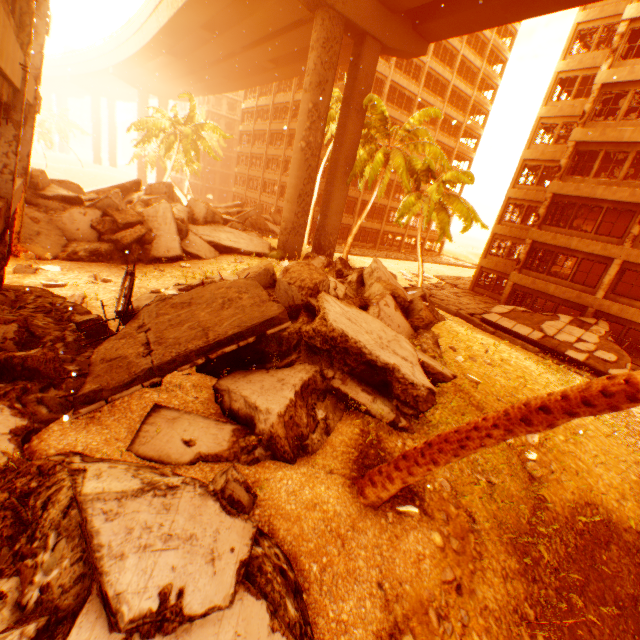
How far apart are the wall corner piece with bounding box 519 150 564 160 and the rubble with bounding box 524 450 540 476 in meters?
25.2 m

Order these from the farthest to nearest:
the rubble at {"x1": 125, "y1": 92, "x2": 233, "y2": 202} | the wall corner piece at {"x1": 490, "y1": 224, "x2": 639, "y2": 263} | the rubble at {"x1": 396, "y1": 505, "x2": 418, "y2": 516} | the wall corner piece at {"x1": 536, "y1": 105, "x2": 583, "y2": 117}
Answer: the rubble at {"x1": 125, "y1": 92, "x2": 233, "y2": 202}
the wall corner piece at {"x1": 536, "y1": 105, "x2": 583, "y2": 117}
the wall corner piece at {"x1": 490, "y1": 224, "x2": 639, "y2": 263}
the rubble at {"x1": 396, "y1": 505, "x2": 418, "y2": 516}

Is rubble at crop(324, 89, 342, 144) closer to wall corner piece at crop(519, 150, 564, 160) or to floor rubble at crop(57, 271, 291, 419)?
floor rubble at crop(57, 271, 291, 419)

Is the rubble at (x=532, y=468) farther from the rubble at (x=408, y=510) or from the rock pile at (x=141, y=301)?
the rubble at (x=408, y=510)

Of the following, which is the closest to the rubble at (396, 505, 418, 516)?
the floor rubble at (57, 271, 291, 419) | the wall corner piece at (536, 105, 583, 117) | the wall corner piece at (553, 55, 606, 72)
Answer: the floor rubble at (57, 271, 291, 419)

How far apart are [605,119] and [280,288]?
25.86m

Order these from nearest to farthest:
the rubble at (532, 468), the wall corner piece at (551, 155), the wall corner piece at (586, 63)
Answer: the rubble at (532, 468) → the wall corner piece at (586, 63) → the wall corner piece at (551, 155)

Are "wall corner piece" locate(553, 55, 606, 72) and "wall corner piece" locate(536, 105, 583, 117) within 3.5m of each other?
yes
